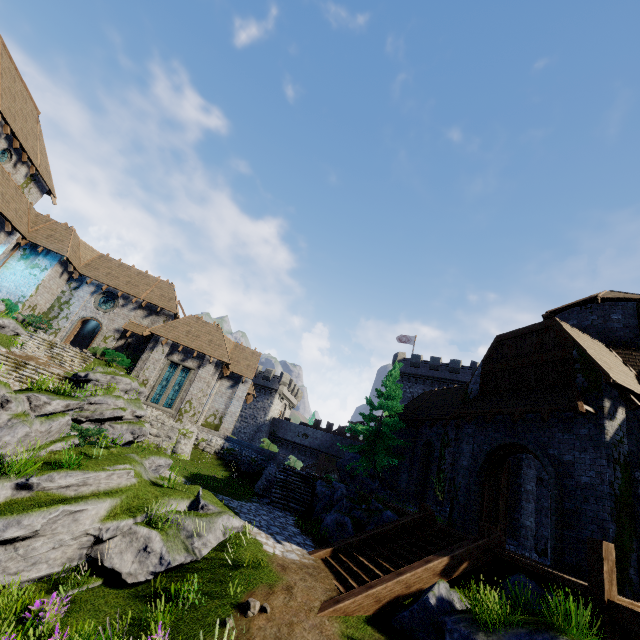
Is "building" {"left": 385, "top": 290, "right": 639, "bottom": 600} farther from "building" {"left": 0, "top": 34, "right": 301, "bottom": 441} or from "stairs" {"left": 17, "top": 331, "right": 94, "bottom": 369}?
"stairs" {"left": 17, "top": 331, "right": 94, "bottom": 369}

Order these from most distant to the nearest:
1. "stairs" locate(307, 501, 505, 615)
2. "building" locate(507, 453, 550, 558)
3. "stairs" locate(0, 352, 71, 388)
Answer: "stairs" locate(0, 352, 71, 388), "building" locate(507, 453, 550, 558), "stairs" locate(307, 501, 505, 615)

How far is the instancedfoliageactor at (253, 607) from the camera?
7.0m

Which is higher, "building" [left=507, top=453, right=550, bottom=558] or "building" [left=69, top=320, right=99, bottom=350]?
"building" [left=69, top=320, right=99, bottom=350]

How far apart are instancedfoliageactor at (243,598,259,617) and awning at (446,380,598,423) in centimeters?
1016cm

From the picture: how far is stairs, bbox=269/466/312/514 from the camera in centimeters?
1755cm

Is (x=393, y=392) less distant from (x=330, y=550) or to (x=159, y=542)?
(x=330, y=550)

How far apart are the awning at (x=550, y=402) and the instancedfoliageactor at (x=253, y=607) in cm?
1016
